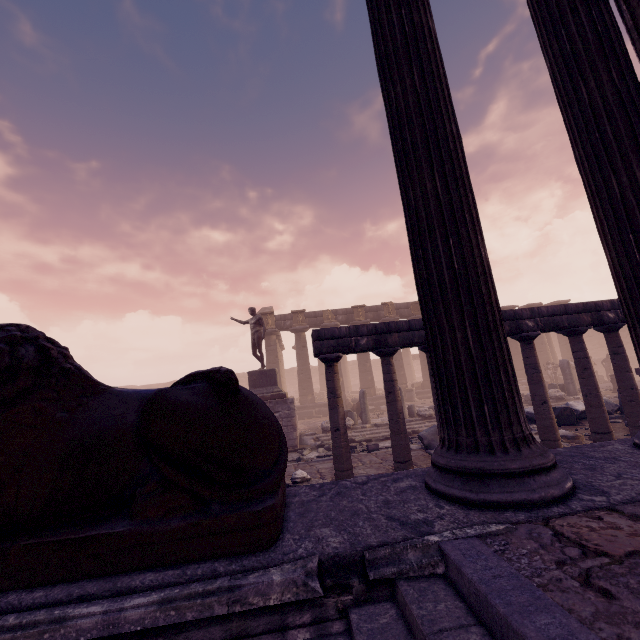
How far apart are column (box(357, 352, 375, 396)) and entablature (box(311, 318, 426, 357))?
15.49m

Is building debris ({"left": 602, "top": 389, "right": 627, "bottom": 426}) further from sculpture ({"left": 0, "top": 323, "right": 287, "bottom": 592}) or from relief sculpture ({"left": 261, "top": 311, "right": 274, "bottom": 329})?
relief sculpture ({"left": 261, "top": 311, "right": 274, "bottom": 329})

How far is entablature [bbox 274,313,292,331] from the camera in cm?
2281

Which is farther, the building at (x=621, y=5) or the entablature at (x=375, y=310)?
the entablature at (x=375, y=310)

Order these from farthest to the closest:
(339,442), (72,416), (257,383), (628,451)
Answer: (257,383) → (339,442) → (628,451) → (72,416)

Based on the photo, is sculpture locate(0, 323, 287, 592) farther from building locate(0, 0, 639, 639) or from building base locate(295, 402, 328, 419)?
building base locate(295, 402, 328, 419)

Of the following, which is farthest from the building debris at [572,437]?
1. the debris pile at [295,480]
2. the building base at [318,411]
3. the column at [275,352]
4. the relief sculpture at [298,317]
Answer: the column at [275,352]

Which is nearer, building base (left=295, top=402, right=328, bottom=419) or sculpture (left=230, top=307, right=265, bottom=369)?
sculpture (left=230, top=307, right=265, bottom=369)
